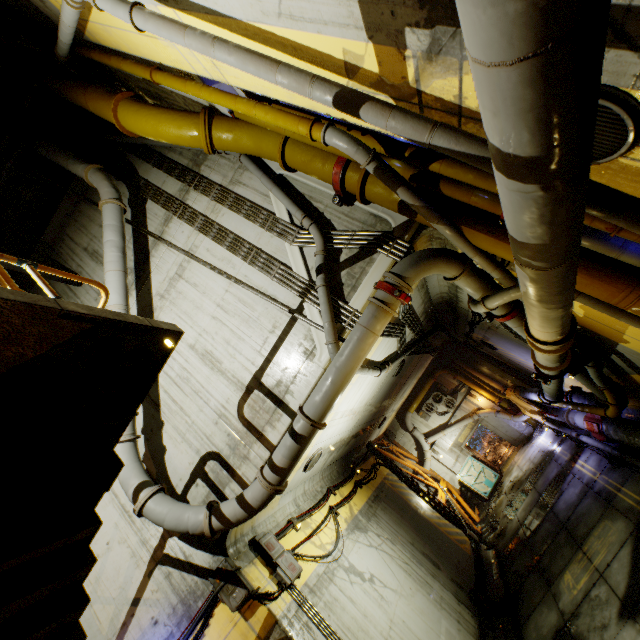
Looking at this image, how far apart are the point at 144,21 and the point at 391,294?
5.3m

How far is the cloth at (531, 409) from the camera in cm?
1610

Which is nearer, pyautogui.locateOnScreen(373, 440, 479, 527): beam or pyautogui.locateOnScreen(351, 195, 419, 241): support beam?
pyautogui.locateOnScreen(351, 195, 419, 241): support beam

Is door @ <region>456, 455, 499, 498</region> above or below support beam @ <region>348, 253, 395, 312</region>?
below

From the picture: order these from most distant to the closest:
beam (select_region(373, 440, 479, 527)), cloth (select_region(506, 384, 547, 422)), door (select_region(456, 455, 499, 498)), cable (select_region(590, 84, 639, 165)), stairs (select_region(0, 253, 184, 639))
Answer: door (select_region(456, 455, 499, 498))
beam (select_region(373, 440, 479, 527))
cloth (select_region(506, 384, 547, 422))
stairs (select_region(0, 253, 184, 639))
cable (select_region(590, 84, 639, 165))

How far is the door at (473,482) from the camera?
19.3 meters

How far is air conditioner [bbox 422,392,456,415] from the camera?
21.4 meters

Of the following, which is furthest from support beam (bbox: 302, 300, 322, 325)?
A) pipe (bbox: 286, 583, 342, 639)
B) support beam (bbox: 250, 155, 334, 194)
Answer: pipe (bbox: 286, 583, 342, 639)
